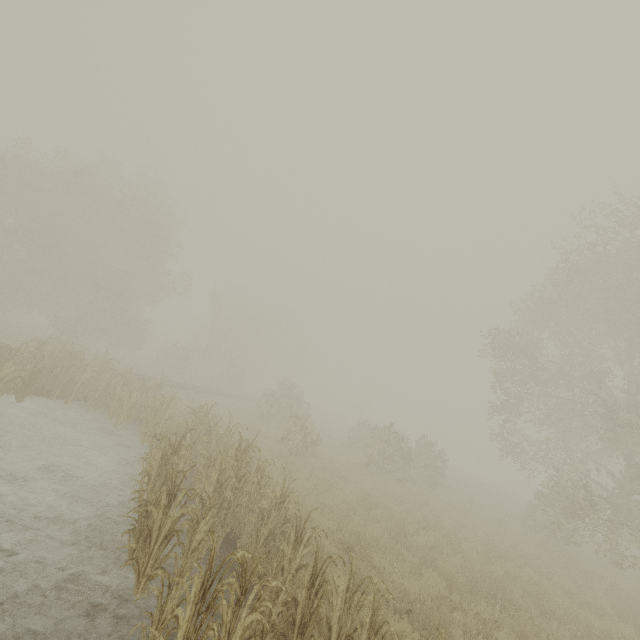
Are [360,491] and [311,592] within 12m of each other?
yes
